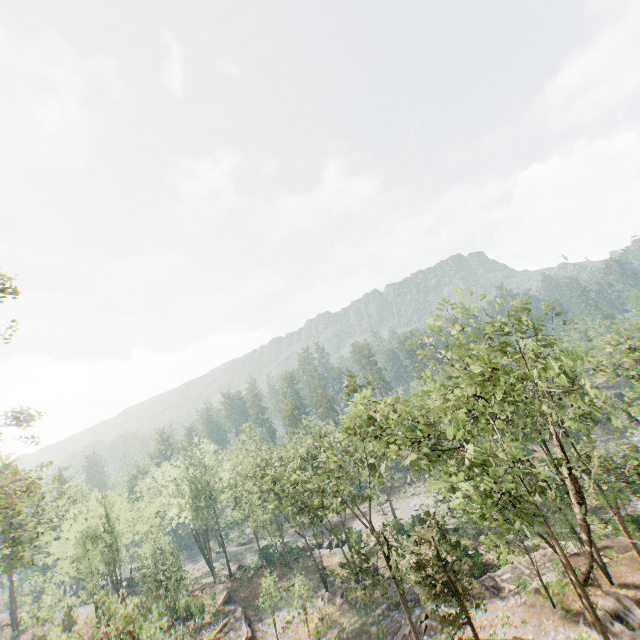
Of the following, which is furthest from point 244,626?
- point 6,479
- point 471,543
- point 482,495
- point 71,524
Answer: point 482,495

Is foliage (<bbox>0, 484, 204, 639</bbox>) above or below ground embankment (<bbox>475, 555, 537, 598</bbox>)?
above

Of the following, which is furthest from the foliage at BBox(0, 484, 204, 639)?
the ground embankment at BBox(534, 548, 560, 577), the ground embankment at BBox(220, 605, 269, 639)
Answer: the ground embankment at BBox(220, 605, 269, 639)

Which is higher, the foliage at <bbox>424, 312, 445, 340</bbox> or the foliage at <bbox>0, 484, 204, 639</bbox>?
the foliage at <bbox>424, 312, 445, 340</bbox>

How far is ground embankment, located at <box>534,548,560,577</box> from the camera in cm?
2786

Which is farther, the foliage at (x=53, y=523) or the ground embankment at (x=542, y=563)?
the ground embankment at (x=542, y=563)

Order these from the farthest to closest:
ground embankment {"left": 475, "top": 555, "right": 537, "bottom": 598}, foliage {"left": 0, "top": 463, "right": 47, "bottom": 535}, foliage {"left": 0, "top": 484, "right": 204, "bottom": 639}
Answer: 1. ground embankment {"left": 475, "top": 555, "right": 537, "bottom": 598}
2. foliage {"left": 0, "top": 484, "right": 204, "bottom": 639}
3. foliage {"left": 0, "top": 463, "right": 47, "bottom": 535}
